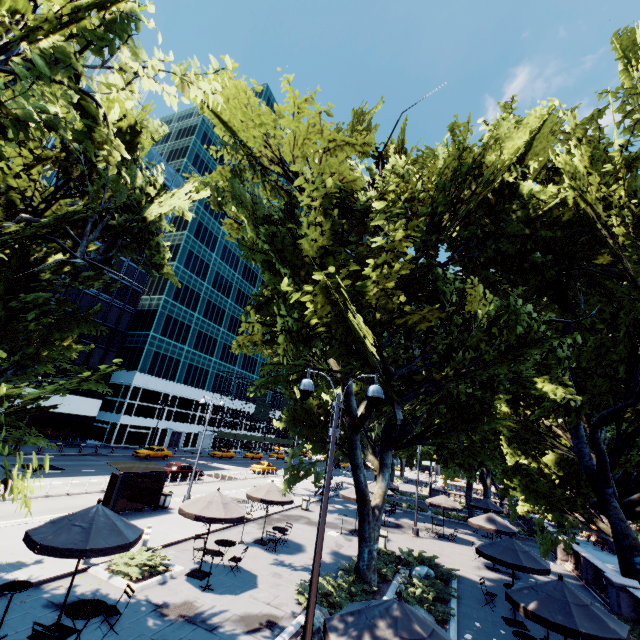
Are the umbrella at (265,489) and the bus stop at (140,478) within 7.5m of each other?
yes

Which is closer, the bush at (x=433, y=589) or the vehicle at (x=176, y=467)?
the bush at (x=433, y=589)

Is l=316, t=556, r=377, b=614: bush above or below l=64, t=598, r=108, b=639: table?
below

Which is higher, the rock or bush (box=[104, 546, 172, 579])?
the rock

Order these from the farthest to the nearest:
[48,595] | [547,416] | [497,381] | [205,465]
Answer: [205,465] < [547,416] < [497,381] < [48,595]

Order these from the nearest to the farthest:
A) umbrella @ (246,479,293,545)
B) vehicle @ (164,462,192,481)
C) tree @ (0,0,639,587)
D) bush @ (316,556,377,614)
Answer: tree @ (0,0,639,587)
bush @ (316,556,377,614)
umbrella @ (246,479,293,545)
vehicle @ (164,462,192,481)

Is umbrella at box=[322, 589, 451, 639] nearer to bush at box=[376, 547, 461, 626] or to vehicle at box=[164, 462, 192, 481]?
bush at box=[376, 547, 461, 626]

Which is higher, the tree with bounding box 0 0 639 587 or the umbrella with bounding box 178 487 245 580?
the tree with bounding box 0 0 639 587
